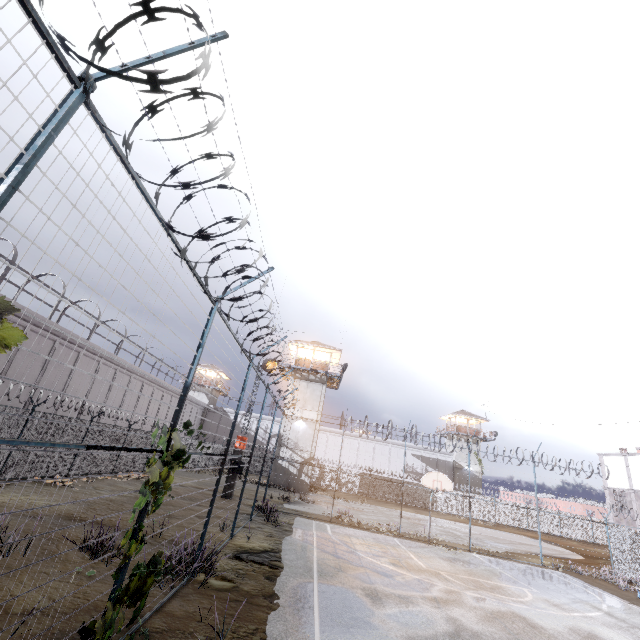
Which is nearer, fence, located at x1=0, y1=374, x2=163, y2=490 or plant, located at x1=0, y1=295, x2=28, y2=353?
plant, located at x1=0, y1=295, x2=28, y2=353

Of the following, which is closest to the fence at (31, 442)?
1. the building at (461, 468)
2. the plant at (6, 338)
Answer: the plant at (6, 338)

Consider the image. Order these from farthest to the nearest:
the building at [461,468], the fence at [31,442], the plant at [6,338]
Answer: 1. the building at [461,468]
2. the fence at [31,442]
3. the plant at [6,338]

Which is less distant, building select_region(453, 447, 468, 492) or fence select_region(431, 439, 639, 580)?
fence select_region(431, 439, 639, 580)

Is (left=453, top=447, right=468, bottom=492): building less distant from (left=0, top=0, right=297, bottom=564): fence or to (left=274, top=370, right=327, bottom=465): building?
(left=0, top=0, right=297, bottom=564): fence

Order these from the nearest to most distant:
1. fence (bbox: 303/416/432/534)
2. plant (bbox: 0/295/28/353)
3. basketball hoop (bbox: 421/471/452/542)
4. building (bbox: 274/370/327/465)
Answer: plant (bbox: 0/295/28/353) → basketball hoop (bbox: 421/471/452/542) → fence (bbox: 303/416/432/534) → building (bbox: 274/370/327/465)

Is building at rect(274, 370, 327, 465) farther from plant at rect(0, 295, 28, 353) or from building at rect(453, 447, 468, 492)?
plant at rect(0, 295, 28, 353)

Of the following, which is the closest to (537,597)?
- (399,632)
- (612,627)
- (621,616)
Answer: (612,627)
